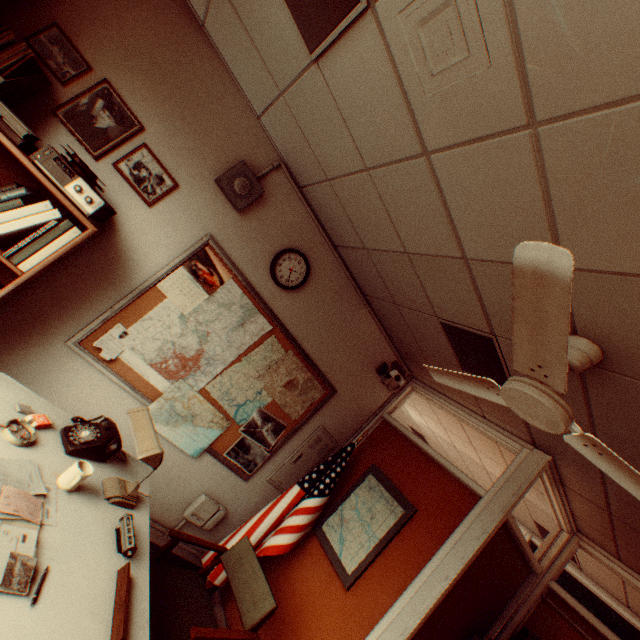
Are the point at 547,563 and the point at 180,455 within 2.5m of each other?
no

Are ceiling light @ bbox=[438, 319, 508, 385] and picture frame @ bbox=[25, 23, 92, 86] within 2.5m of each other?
no

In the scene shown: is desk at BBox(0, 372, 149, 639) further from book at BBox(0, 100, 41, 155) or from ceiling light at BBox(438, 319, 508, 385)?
ceiling light at BBox(438, 319, 508, 385)

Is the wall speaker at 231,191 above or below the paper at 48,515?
above

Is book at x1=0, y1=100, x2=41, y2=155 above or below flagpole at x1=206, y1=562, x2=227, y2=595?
above

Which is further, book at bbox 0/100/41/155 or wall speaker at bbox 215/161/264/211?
wall speaker at bbox 215/161/264/211

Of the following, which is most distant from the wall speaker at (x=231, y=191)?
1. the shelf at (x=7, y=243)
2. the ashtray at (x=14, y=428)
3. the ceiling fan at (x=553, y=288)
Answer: the ashtray at (x=14, y=428)

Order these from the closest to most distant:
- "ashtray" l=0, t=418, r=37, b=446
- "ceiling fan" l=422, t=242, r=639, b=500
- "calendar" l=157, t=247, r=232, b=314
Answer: "ceiling fan" l=422, t=242, r=639, b=500 < "ashtray" l=0, t=418, r=37, b=446 < "calendar" l=157, t=247, r=232, b=314
